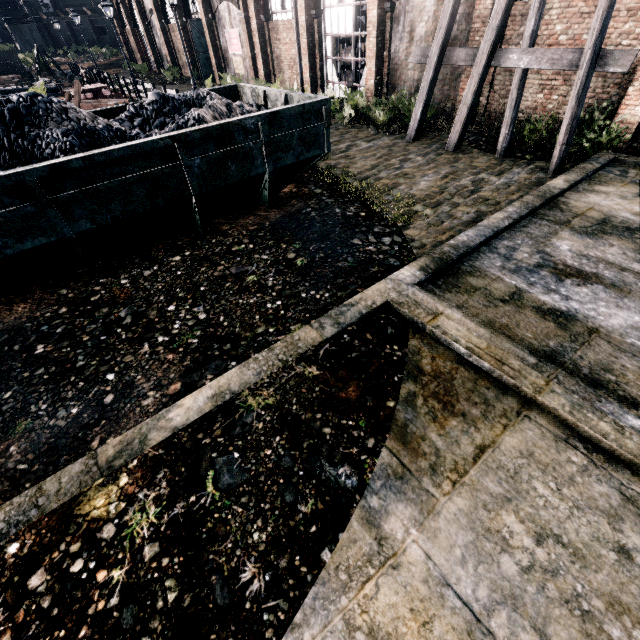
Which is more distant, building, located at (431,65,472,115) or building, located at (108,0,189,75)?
building, located at (108,0,189,75)

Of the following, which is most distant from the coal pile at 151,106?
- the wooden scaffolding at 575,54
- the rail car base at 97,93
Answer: the rail car base at 97,93

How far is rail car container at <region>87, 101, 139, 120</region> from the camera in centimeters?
921cm

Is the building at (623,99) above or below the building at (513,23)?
below

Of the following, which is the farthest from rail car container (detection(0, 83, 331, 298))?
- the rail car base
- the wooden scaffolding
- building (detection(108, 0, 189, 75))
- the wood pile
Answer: the wood pile

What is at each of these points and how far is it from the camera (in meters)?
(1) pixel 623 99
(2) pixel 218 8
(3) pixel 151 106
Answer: (1) building, 10.27
(2) building, 25.88
(3) coal pile, 8.80

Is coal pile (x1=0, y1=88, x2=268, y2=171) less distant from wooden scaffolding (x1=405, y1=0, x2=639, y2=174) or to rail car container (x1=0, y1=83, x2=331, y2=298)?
rail car container (x1=0, y1=83, x2=331, y2=298)

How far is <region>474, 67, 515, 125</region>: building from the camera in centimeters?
1317cm
